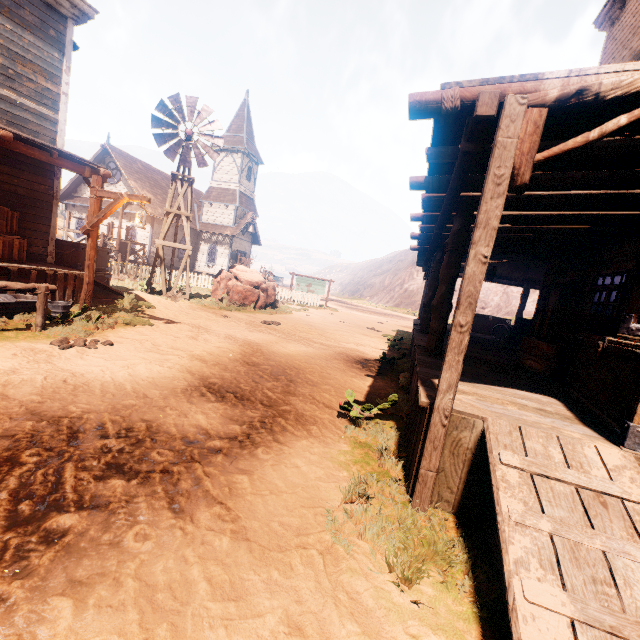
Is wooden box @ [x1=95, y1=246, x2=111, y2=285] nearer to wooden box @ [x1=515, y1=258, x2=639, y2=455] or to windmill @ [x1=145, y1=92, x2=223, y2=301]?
windmill @ [x1=145, y1=92, x2=223, y2=301]

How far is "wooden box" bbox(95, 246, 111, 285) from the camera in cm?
1145

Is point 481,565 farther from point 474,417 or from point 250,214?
point 250,214

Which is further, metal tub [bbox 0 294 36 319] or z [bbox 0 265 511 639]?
metal tub [bbox 0 294 36 319]

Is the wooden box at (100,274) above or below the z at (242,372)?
above

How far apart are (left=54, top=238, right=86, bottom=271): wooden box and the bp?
14.86m

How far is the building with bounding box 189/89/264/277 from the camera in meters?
31.8

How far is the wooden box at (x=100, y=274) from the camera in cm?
1145
